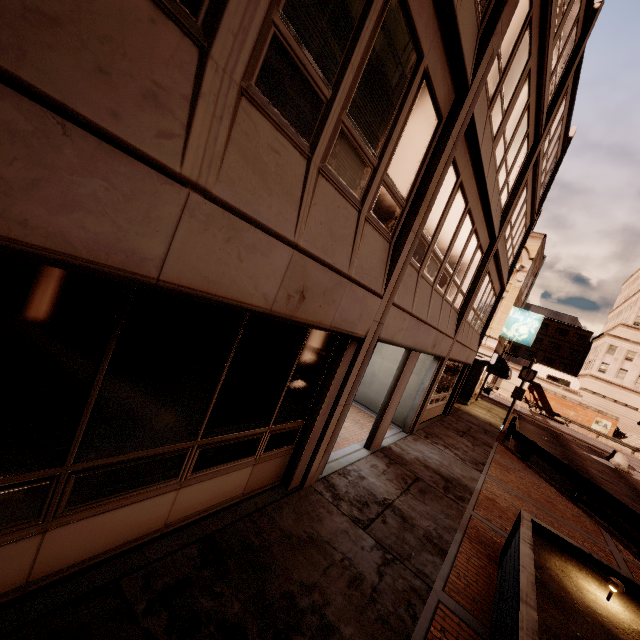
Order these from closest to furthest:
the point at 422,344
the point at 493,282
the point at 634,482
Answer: the point at 422,344 < the point at 493,282 < the point at 634,482

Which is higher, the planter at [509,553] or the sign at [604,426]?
the sign at [604,426]

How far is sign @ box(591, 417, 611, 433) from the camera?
42.5 meters

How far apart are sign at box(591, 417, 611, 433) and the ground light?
51.25m

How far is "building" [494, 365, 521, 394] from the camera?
57.6 meters

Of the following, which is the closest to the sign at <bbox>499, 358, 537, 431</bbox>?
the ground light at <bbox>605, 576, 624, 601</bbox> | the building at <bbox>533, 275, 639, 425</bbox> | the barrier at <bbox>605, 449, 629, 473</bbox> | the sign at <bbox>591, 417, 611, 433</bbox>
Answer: the barrier at <bbox>605, 449, 629, 473</bbox>

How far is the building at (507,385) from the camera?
57.6m

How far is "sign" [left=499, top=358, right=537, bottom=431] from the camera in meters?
19.0
